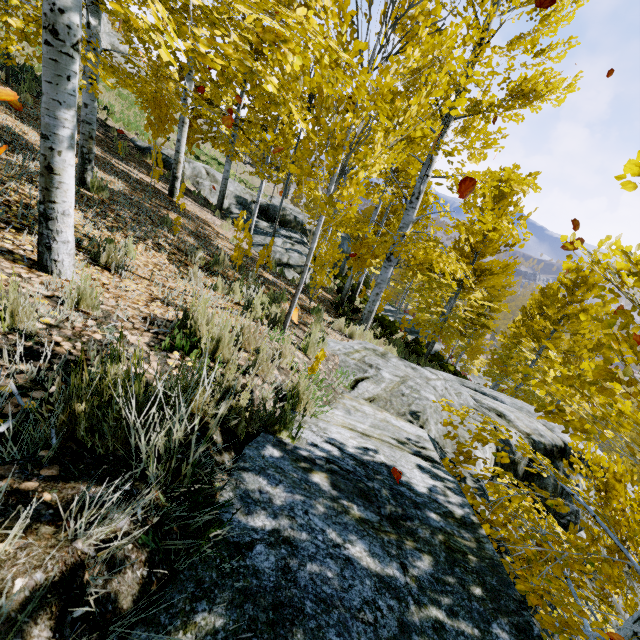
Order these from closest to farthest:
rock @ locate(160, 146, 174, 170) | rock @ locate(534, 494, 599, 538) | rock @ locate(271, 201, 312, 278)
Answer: rock @ locate(534, 494, 599, 538), rock @ locate(271, 201, 312, 278), rock @ locate(160, 146, 174, 170)

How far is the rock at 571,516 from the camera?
6.8 meters

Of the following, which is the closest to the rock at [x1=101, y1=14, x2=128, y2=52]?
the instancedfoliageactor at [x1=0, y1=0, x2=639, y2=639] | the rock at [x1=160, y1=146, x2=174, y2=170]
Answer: the instancedfoliageactor at [x1=0, y1=0, x2=639, y2=639]

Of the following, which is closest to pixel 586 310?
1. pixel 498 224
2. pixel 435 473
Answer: pixel 498 224

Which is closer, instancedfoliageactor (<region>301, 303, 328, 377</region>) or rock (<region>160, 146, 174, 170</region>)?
instancedfoliageactor (<region>301, 303, 328, 377</region>)

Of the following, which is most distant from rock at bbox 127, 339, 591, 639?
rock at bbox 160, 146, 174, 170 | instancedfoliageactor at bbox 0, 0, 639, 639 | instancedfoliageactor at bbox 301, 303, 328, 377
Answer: rock at bbox 160, 146, 174, 170

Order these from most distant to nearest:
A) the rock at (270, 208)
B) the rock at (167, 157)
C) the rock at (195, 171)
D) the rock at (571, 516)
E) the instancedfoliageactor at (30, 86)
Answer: the rock at (195, 171)
the rock at (167, 157)
the rock at (270, 208)
the instancedfoliageactor at (30, 86)
the rock at (571, 516)

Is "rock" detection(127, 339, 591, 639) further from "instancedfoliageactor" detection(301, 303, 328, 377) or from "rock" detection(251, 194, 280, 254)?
"rock" detection(251, 194, 280, 254)
